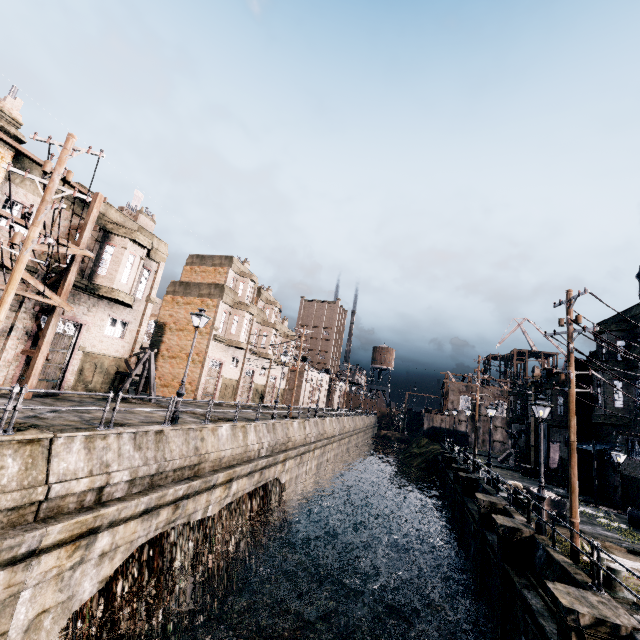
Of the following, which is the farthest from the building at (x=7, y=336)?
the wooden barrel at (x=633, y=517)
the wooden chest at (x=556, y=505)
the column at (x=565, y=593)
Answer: the wooden barrel at (x=633, y=517)

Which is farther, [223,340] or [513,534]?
[223,340]

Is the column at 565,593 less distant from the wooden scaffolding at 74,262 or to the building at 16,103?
the wooden scaffolding at 74,262

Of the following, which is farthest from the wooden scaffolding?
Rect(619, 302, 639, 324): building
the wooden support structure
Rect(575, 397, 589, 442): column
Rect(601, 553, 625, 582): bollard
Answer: Rect(575, 397, 589, 442): column

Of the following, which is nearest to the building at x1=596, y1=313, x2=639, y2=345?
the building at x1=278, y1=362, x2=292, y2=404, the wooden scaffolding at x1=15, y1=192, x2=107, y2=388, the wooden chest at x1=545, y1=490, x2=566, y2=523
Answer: the wooden chest at x1=545, y1=490, x2=566, y2=523

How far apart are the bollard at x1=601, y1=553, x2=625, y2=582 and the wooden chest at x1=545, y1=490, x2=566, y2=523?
6.86m

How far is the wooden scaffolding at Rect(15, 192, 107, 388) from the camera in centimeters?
1625cm

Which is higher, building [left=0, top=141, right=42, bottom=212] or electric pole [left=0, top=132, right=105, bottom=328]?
building [left=0, top=141, right=42, bottom=212]
